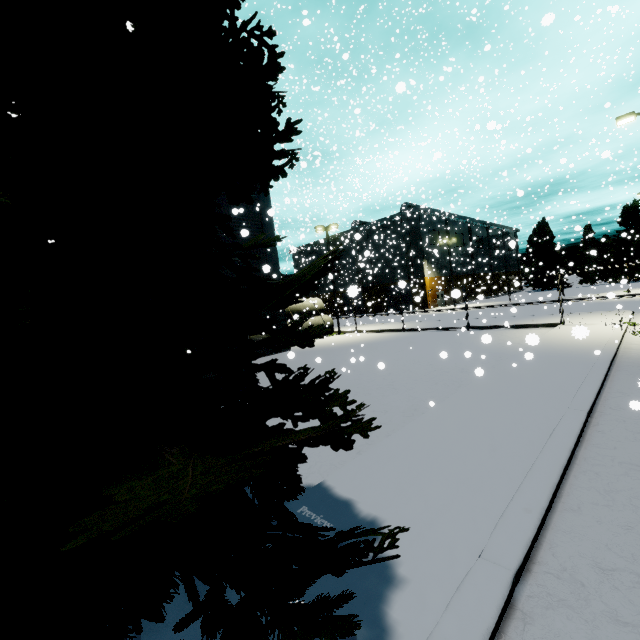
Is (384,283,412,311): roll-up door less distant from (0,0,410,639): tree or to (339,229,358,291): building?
(339,229,358,291): building

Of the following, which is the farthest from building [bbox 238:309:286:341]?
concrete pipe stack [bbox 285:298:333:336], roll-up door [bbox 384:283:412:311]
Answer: concrete pipe stack [bbox 285:298:333:336]

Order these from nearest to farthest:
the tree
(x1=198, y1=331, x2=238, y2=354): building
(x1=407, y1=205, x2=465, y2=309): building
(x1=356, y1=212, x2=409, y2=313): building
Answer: the tree, (x1=198, y1=331, x2=238, y2=354): building, (x1=356, y1=212, x2=409, y2=313): building, (x1=407, y1=205, x2=465, y2=309): building

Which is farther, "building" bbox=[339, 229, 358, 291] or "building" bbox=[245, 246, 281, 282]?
"building" bbox=[245, 246, 281, 282]

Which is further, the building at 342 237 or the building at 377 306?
the building at 377 306

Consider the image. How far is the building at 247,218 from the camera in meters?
20.1

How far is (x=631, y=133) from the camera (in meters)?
22.77
